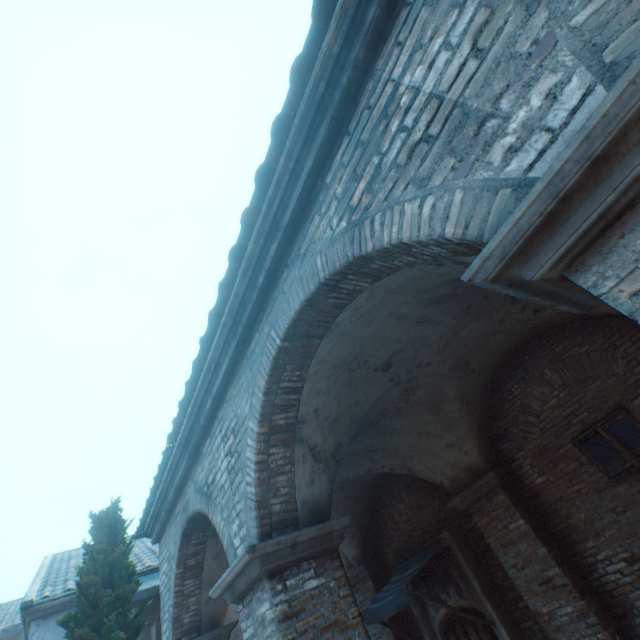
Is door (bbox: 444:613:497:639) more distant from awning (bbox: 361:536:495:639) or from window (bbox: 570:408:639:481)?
window (bbox: 570:408:639:481)

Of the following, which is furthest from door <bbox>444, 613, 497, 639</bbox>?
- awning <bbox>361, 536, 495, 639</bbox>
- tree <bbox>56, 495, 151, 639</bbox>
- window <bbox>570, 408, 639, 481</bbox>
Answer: tree <bbox>56, 495, 151, 639</bbox>

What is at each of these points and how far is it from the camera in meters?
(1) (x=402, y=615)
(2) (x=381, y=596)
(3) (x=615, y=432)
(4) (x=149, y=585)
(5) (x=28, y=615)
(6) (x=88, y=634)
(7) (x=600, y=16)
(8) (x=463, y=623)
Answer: (1) building, 8.4
(2) awning, 7.2
(3) window, 5.3
(4) awning, 9.2
(5) building, 8.5
(6) tree, 5.0
(7) building, 1.5
(8) door, 6.9

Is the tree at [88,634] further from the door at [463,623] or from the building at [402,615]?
the door at [463,623]

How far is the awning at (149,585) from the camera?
8.55m

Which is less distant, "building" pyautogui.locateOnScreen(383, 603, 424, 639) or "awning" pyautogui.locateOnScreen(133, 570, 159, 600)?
"building" pyautogui.locateOnScreen(383, 603, 424, 639)

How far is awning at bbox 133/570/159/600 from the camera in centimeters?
855cm

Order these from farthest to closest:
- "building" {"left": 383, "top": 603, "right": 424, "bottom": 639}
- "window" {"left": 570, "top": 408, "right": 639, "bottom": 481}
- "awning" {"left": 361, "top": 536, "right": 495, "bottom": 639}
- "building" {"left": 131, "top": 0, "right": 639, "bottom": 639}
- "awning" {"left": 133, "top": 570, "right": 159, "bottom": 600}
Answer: "awning" {"left": 133, "top": 570, "right": 159, "bottom": 600} → "building" {"left": 383, "top": 603, "right": 424, "bottom": 639} → "awning" {"left": 361, "top": 536, "right": 495, "bottom": 639} → "window" {"left": 570, "top": 408, "right": 639, "bottom": 481} → "building" {"left": 131, "top": 0, "right": 639, "bottom": 639}
